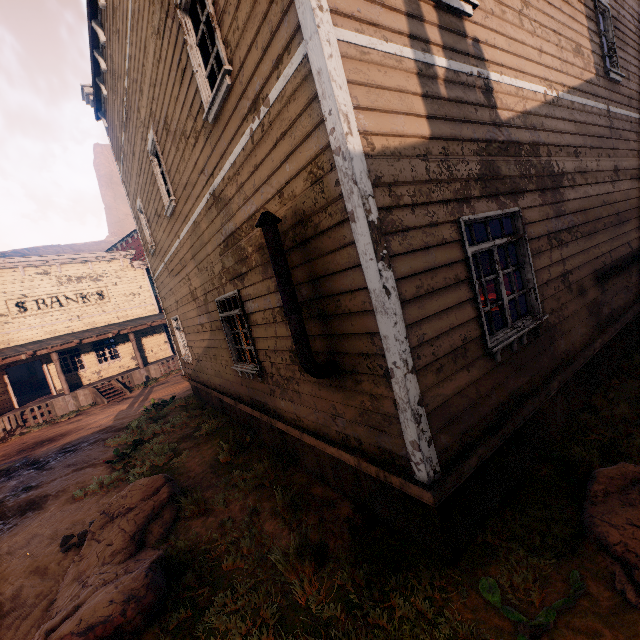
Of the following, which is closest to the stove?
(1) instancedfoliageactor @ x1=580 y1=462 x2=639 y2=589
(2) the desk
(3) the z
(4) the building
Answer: (4) the building

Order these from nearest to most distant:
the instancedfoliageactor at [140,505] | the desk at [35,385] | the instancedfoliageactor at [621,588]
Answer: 1. the instancedfoliageactor at [621,588]
2. the instancedfoliageactor at [140,505]
3. the desk at [35,385]

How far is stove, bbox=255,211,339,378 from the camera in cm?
329

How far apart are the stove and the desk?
28.8m

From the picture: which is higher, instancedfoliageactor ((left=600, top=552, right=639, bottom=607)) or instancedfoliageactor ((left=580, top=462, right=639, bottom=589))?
instancedfoliageactor ((left=580, top=462, right=639, bottom=589))

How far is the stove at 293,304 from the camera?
3.29m

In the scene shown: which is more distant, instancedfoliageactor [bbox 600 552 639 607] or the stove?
the stove

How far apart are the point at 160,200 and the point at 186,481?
6.76m
